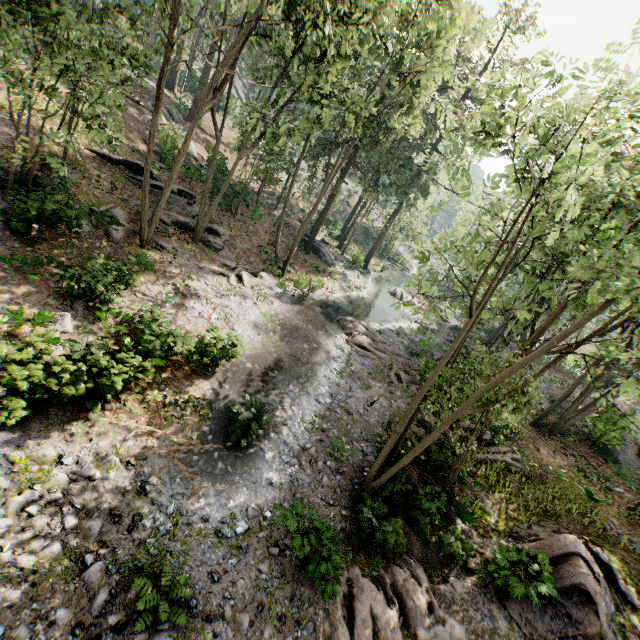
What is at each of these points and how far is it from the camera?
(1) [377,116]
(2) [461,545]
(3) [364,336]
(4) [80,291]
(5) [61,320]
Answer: (1) foliage, 20.5 meters
(2) rock, 10.4 meters
(3) foliage, 23.9 meters
(4) foliage, 12.4 meters
(5) foliage, 11.9 meters

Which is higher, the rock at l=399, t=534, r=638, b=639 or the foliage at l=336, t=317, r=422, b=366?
the rock at l=399, t=534, r=638, b=639

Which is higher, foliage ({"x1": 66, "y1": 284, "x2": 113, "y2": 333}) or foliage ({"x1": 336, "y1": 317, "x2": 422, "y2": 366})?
foliage ({"x1": 66, "y1": 284, "x2": 113, "y2": 333})

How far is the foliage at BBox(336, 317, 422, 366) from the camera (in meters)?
22.70

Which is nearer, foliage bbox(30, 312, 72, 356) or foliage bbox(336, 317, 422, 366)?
foliage bbox(30, 312, 72, 356)

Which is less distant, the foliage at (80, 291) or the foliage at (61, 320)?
the foliage at (61, 320)
